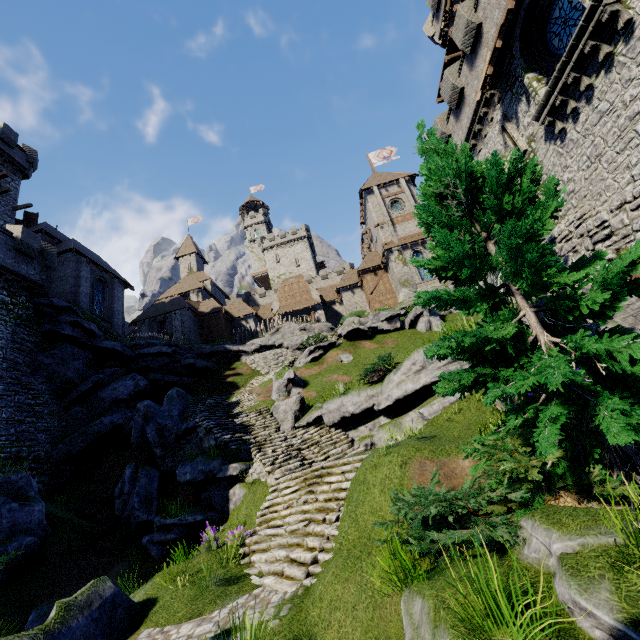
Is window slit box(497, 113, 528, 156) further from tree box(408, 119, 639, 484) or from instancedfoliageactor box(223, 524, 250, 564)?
instancedfoliageactor box(223, 524, 250, 564)

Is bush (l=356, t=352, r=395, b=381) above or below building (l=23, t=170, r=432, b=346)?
below

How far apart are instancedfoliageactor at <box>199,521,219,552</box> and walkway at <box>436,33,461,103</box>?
33.7 meters

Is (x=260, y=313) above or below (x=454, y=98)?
above

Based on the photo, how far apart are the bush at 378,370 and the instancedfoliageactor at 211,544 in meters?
7.4

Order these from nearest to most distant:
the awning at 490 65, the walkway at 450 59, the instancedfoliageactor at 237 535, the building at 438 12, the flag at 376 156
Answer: the instancedfoliageactor at 237 535 < the awning at 490 65 < the walkway at 450 59 < the building at 438 12 < the flag at 376 156

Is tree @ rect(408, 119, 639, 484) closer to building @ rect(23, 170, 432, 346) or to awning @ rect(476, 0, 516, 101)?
awning @ rect(476, 0, 516, 101)

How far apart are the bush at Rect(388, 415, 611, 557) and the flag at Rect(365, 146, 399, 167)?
44.9 meters
